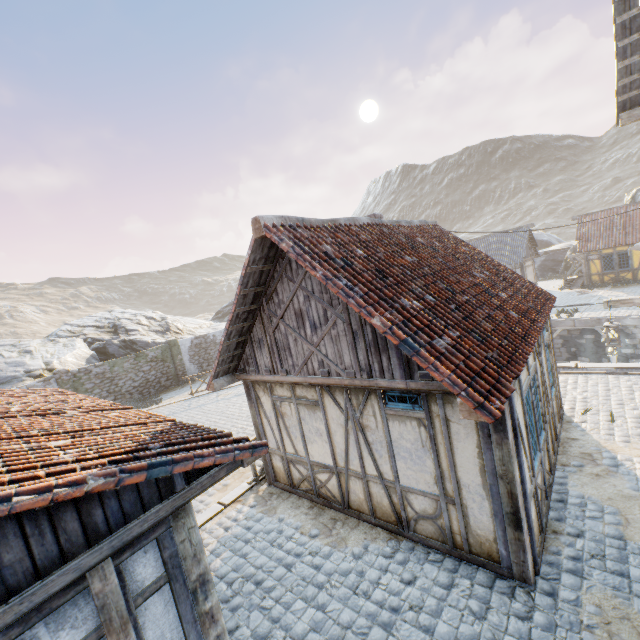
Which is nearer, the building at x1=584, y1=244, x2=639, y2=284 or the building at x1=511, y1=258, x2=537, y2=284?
the building at x1=584, y1=244, x2=639, y2=284

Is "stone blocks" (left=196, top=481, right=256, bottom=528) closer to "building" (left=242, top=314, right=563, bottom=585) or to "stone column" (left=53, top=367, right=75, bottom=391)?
"building" (left=242, top=314, right=563, bottom=585)

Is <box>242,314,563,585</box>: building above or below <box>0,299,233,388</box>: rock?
below

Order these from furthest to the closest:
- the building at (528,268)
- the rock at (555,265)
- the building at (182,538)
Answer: the rock at (555,265), the building at (528,268), the building at (182,538)

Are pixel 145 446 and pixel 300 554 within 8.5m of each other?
yes

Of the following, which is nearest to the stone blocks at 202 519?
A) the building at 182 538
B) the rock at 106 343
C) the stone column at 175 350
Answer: the building at 182 538

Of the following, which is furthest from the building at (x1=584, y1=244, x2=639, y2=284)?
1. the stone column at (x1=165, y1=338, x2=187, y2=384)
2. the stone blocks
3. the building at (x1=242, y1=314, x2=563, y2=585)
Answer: the stone column at (x1=165, y1=338, x2=187, y2=384)

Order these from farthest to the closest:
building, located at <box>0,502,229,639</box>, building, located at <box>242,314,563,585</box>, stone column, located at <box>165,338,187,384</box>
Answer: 1. stone column, located at <box>165,338,187,384</box>
2. building, located at <box>242,314,563,585</box>
3. building, located at <box>0,502,229,639</box>
